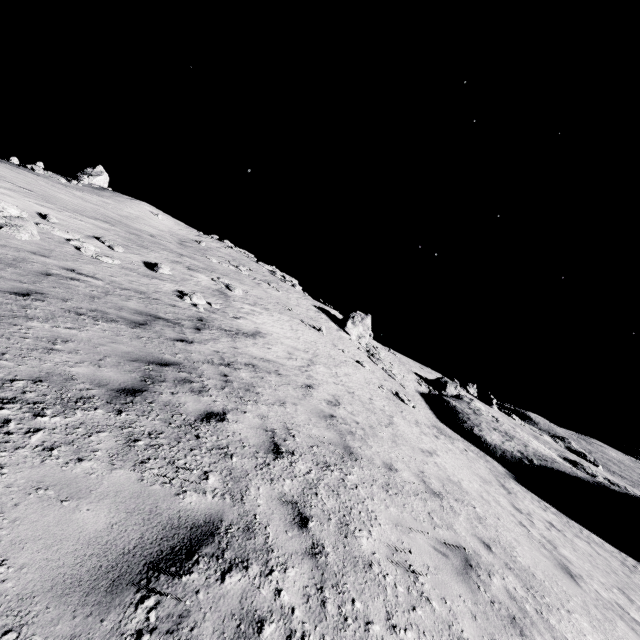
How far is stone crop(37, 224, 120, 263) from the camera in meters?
12.3 m

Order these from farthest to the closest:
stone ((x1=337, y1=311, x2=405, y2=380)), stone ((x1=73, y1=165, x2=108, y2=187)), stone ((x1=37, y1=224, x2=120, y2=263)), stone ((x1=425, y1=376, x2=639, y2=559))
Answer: stone ((x1=73, y1=165, x2=108, y2=187))
stone ((x1=337, y1=311, x2=405, y2=380))
stone ((x1=425, y1=376, x2=639, y2=559))
stone ((x1=37, y1=224, x2=120, y2=263))

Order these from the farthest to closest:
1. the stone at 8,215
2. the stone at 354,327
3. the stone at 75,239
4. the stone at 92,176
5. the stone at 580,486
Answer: the stone at 92,176 < the stone at 354,327 < the stone at 580,486 < the stone at 75,239 < the stone at 8,215

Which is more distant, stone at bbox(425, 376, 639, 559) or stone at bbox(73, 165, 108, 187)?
stone at bbox(73, 165, 108, 187)

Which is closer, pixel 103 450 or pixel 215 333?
pixel 103 450

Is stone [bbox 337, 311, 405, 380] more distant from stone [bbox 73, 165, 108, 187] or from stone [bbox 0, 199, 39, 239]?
stone [bbox 73, 165, 108, 187]

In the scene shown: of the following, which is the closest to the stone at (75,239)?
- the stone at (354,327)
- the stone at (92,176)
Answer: the stone at (354,327)

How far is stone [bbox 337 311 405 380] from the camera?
29.33m
